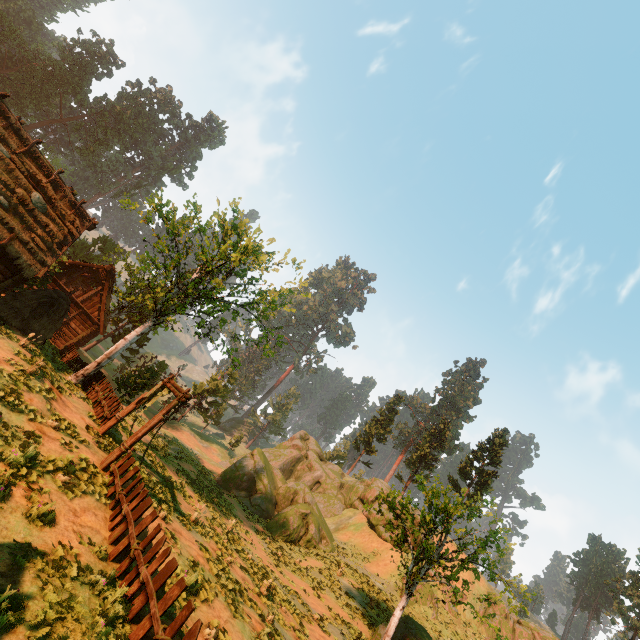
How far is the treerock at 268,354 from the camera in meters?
24.9 m

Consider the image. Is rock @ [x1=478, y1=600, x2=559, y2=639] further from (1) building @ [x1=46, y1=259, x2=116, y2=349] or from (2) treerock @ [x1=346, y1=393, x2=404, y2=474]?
(1) building @ [x1=46, y1=259, x2=116, y2=349]

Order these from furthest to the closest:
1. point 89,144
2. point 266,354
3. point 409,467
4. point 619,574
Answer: point 89,144 → point 409,467 → point 619,574 → point 266,354

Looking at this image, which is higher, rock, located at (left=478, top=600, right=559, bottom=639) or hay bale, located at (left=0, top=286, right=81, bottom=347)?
rock, located at (left=478, top=600, right=559, bottom=639)

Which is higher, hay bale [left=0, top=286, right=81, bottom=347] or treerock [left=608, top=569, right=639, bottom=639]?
treerock [left=608, top=569, right=639, bottom=639]

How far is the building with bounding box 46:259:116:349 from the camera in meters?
29.1 m

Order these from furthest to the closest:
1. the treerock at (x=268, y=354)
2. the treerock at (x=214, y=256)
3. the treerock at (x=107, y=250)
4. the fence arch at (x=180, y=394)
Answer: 1. the treerock at (x=107, y=250)
2. the treerock at (x=268, y=354)
3. the treerock at (x=214, y=256)
4. the fence arch at (x=180, y=394)

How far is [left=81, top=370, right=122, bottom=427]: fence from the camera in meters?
15.5
